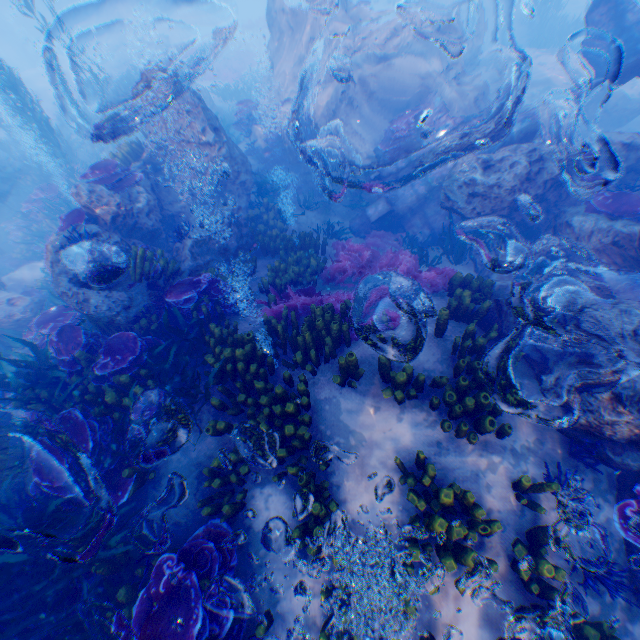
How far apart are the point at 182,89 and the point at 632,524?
13.06m

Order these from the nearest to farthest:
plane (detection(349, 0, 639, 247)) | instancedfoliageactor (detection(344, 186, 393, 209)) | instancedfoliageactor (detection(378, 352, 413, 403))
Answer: instancedfoliageactor (detection(378, 352, 413, 403)) → plane (detection(349, 0, 639, 247)) → instancedfoliageactor (detection(344, 186, 393, 209))

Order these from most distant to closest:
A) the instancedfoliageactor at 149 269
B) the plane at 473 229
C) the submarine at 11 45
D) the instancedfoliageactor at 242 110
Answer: the submarine at 11 45
the instancedfoliageactor at 242 110
the plane at 473 229
the instancedfoliageactor at 149 269

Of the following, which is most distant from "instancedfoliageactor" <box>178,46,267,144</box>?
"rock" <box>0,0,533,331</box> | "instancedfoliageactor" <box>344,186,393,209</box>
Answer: "instancedfoliageactor" <box>344,186,393,209</box>

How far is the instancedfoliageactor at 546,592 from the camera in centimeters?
361cm

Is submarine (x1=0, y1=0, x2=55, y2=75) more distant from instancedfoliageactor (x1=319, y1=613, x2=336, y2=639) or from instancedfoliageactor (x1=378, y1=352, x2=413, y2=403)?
instancedfoliageactor (x1=378, y1=352, x2=413, y2=403)

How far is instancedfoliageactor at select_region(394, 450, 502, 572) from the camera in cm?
364

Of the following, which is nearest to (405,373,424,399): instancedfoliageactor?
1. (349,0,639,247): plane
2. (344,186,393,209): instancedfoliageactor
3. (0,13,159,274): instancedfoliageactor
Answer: (0,13,159,274): instancedfoliageactor
